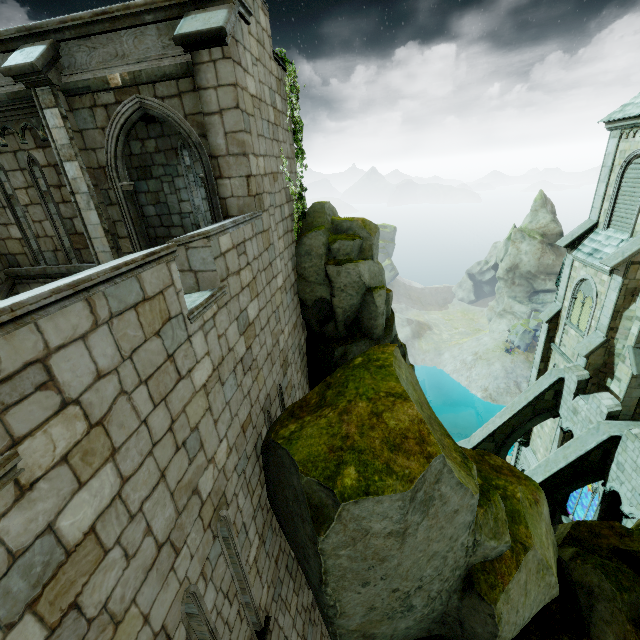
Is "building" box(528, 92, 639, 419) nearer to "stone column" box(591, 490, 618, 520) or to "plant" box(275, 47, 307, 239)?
"stone column" box(591, 490, 618, 520)

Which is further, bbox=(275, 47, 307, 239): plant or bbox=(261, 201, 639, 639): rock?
bbox=(275, 47, 307, 239): plant

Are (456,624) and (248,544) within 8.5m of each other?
yes

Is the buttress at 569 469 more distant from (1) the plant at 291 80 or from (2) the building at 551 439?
(1) the plant at 291 80

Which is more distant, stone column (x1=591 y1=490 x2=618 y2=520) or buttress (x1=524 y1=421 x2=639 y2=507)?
stone column (x1=591 y1=490 x2=618 y2=520)

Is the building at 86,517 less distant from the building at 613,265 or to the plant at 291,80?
the plant at 291,80

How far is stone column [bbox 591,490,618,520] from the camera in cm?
1500

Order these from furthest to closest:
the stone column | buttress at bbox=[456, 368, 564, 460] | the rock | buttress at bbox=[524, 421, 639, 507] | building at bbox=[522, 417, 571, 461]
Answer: building at bbox=[522, 417, 571, 461], buttress at bbox=[456, 368, 564, 460], the stone column, buttress at bbox=[524, 421, 639, 507], the rock
